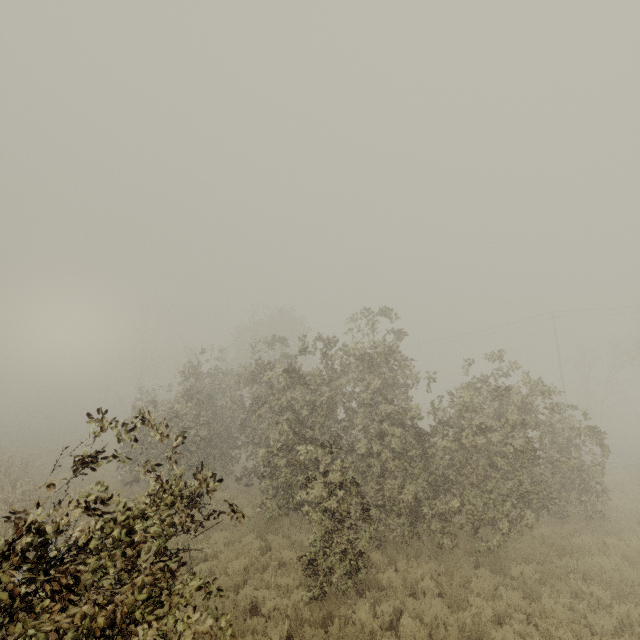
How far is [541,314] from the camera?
34.0 meters
